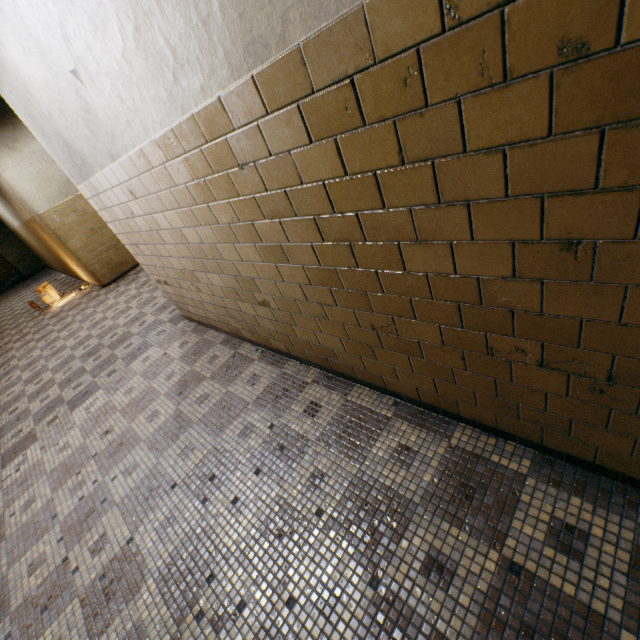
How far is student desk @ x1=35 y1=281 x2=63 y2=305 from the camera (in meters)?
8.43

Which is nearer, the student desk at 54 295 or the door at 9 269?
the student desk at 54 295

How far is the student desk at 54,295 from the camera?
8.4m

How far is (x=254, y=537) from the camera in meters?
1.9 m

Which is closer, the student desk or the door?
the student desk
